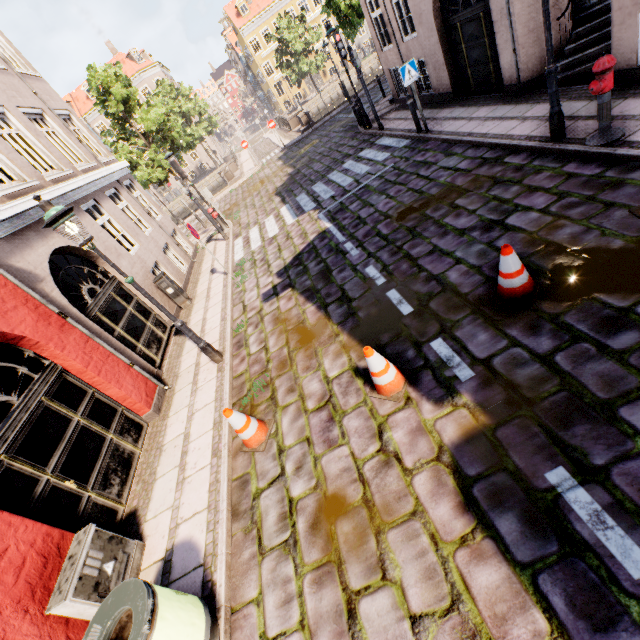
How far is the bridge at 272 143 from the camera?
25.8 meters

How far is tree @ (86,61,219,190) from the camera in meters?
19.4

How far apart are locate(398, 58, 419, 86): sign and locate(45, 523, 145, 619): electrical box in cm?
1187

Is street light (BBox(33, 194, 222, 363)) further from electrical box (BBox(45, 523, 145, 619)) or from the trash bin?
the trash bin

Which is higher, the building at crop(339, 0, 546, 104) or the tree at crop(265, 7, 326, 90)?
the tree at crop(265, 7, 326, 90)

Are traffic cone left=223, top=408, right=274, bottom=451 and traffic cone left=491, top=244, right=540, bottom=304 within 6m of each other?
yes

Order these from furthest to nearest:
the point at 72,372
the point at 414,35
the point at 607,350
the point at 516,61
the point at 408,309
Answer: the point at 414,35, the point at 516,61, the point at 72,372, the point at 408,309, the point at 607,350
